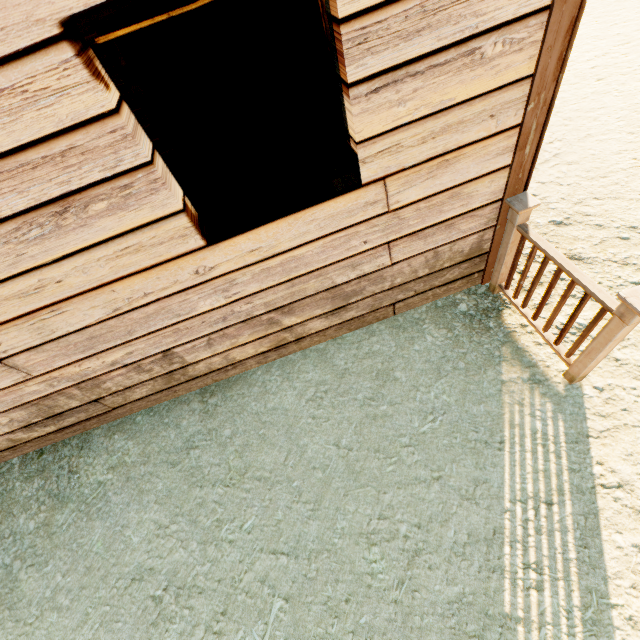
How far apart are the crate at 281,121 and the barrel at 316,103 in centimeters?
13cm

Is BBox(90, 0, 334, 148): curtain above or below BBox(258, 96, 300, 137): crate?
above

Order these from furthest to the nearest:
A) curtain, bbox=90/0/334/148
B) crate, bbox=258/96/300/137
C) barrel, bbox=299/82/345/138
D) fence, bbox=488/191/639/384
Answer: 1. crate, bbox=258/96/300/137
2. barrel, bbox=299/82/345/138
3. fence, bbox=488/191/639/384
4. curtain, bbox=90/0/334/148

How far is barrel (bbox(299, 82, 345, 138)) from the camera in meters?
4.4

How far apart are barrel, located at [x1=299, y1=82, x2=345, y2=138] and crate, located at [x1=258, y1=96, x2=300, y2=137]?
0.1 meters

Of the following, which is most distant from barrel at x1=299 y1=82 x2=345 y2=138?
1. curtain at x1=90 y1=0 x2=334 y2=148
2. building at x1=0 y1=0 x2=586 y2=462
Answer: curtain at x1=90 y1=0 x2=334 y2=148

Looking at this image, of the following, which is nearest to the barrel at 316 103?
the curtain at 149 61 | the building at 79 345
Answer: the building at 79 345

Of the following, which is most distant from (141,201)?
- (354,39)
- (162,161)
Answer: (354,39)
